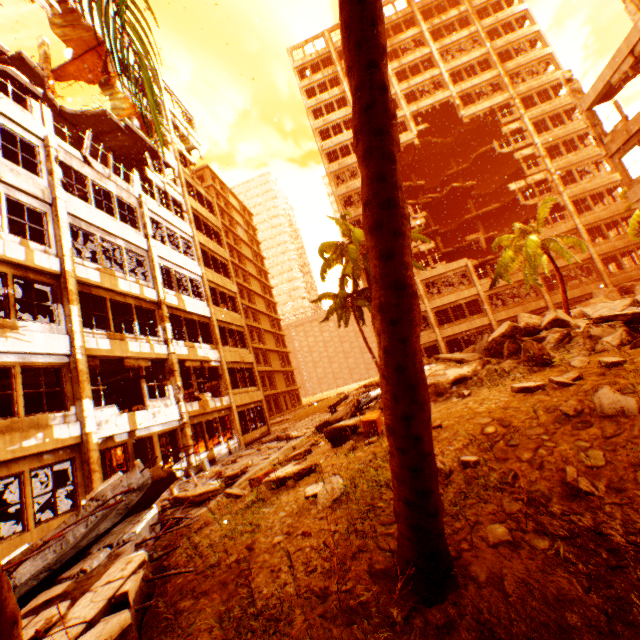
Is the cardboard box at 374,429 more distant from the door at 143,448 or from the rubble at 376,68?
the door at 143,448

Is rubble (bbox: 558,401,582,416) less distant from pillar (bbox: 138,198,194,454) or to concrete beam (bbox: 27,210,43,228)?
pillar (bbox: 138,198,194,454)

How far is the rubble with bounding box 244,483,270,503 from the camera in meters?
4.9 m

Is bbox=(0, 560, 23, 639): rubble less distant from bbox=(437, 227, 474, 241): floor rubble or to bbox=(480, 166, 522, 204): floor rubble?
bbox=(480, 166, 522, 204): floor rubble

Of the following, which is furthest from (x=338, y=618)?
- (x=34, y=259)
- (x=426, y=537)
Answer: (x=34, y=259)

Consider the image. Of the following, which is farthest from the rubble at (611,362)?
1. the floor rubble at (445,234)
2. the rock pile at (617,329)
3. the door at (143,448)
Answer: the floor rubble at (445,234)

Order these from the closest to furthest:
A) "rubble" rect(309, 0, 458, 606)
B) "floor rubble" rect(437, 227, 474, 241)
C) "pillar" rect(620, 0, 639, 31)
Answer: "rubble" rect(309, 0, 458, 606), "pillar" rect(620, 0, 639, 31), "floor rubble" rect(437, 227, 474, 241)

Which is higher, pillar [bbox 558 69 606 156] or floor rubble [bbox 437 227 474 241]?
floor rubble [bbox 437 227 474 241]
